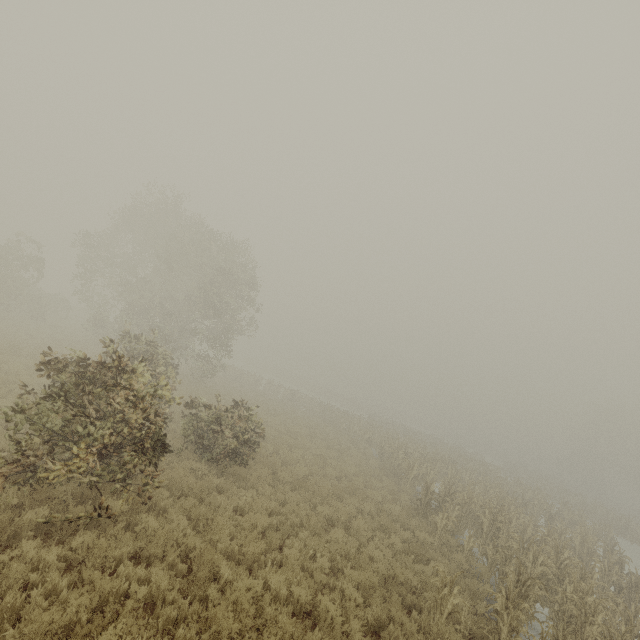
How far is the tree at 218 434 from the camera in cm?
1090

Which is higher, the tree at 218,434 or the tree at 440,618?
the tree at 218,434

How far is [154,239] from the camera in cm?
2745

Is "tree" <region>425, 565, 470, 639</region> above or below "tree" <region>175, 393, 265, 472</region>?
below

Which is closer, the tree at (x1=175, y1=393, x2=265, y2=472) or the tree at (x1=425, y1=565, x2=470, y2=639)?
the tree at (x1=425, y1=565, x2=470, y2=639)

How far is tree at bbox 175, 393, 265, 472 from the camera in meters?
10.9 m
